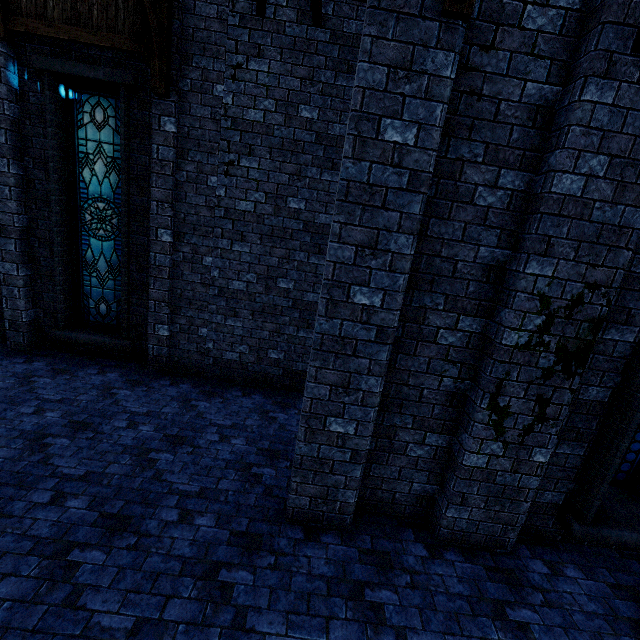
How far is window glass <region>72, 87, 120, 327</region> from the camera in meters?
6.1 m

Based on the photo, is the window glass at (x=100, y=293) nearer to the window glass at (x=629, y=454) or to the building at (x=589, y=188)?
the building at (x=589, y=188)

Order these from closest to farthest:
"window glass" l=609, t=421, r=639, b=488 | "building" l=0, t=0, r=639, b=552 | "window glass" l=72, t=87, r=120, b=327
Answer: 1. "building" l=0, t=0, r=639, b=552
2. "window glass" l=609, t=421, r=639, b=488
3. "window glass" l=72, t=87, r=120, b=327

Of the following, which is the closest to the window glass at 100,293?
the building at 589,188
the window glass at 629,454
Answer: the building at 589,188

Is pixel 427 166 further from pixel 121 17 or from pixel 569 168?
pixel 121 17

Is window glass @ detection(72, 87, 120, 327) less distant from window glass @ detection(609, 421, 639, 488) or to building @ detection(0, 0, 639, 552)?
building @ detection(0, 0, 639, 552)

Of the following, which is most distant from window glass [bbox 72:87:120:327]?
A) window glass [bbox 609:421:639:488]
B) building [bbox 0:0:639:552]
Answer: window glass [bbox 609:421:639:488]
